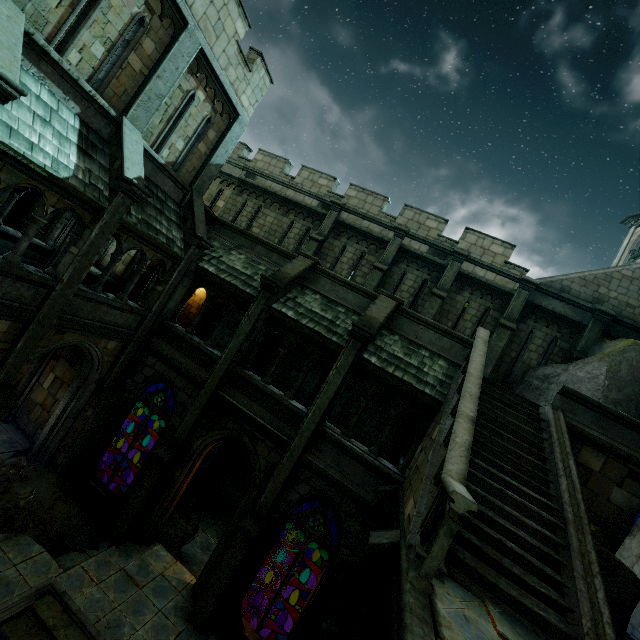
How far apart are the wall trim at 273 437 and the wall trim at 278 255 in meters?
5.0 m

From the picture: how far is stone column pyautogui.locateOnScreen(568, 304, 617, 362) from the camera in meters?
12.0

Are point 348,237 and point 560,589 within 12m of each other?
no

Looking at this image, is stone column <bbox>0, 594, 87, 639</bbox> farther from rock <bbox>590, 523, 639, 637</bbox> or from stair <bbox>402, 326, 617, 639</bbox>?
rock <bbox>590, 523, 639, 637</bbox>

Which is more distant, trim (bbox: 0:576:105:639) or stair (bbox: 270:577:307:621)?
stair (bbox: 270:577:307:621)

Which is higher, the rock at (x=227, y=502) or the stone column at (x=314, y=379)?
the stone column at (x=314, y=379)

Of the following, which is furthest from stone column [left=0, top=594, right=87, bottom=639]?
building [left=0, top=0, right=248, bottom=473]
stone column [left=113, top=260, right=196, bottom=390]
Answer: stone column [left=113, top=260, right=196, bottom=390]

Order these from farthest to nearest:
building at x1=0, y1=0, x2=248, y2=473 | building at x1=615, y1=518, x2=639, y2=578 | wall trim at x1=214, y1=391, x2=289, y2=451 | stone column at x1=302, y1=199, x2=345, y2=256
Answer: stone column at x1=302, y1=199, x2=345, y2=256
wall trim at x1=214, y1=391, x2=289, y2=451
building at x1=615, y1=518, x2=639, y2=578
building at x1=0, y1=0, x2=248, y2=473
